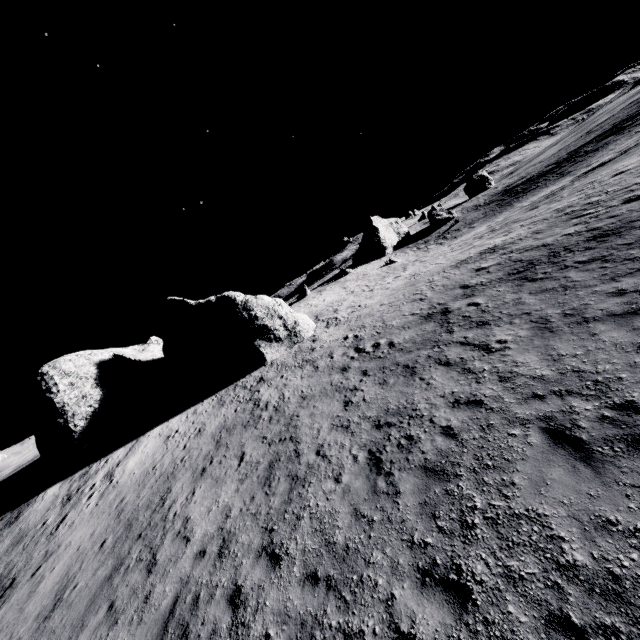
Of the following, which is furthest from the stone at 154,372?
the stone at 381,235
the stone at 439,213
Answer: the stone at 439,213

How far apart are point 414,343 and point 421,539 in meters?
8.2

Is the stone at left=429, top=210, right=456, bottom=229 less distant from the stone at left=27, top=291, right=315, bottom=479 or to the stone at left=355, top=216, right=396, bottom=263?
the stone at left=355, top=216, right=396, bottom=263

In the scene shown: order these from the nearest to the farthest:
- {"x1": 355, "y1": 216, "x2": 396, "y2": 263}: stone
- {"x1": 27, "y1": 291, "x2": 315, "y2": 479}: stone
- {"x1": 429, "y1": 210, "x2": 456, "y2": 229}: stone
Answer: {"x1": 27, "y1": 291, "x2": 315, "y2": 479}: stone < {"x1": 355, "y1": 216, "x2": 396, "y2": 263}: stone < {"x1": 429, "y1": 210, "x2": 456, "y2": 229}: stone

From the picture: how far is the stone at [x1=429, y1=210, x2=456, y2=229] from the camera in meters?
57.8

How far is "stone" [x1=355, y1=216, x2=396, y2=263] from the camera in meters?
57.2 m

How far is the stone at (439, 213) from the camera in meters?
57.8 m
